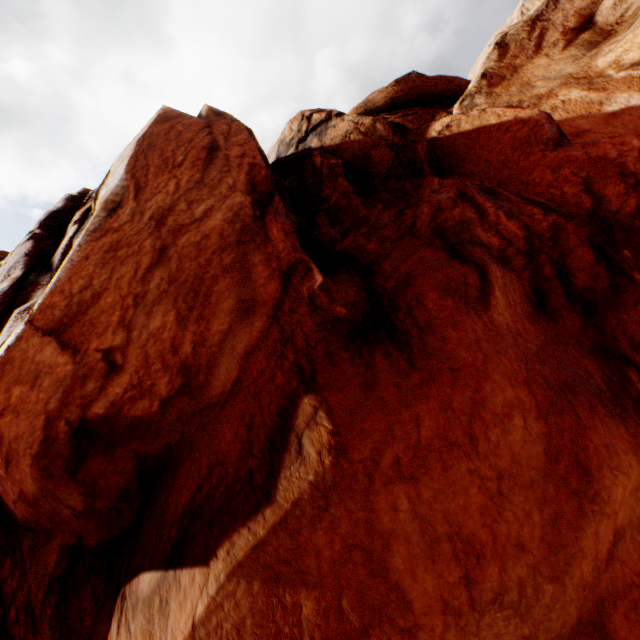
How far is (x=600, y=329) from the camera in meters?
2.9
